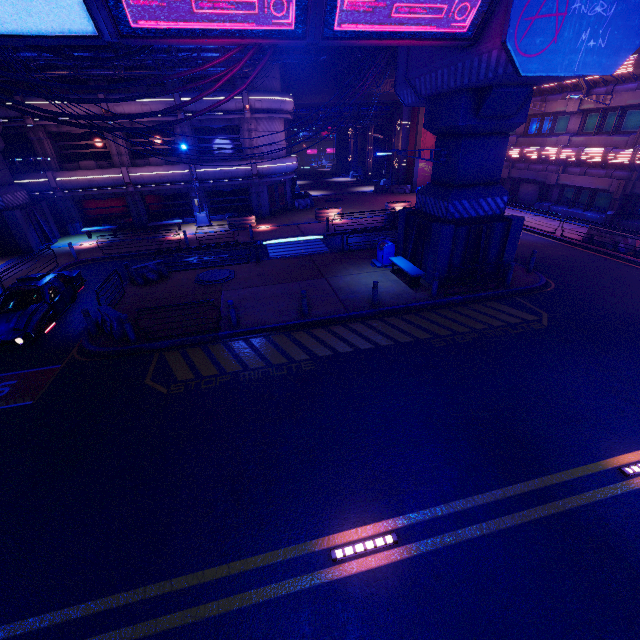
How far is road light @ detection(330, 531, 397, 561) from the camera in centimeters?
549cm

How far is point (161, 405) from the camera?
8.90m

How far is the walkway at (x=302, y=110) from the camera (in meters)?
34.97

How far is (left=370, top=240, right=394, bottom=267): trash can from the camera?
16.55m

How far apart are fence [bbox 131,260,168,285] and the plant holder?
9.7m

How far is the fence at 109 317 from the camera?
11.44m

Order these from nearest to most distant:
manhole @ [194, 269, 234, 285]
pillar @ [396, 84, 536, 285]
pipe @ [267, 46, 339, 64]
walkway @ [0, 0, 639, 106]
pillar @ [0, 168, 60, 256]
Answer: walkway @ [0, 0, 639, 106] < pillar @ [396, 84, 536, 285] < manhole @ [194, 269, 234, 285] < pipe @ [267, 46, 339, 64] < pillar @ [0, 168, 60, 256]

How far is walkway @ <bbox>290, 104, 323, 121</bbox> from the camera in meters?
35.0
